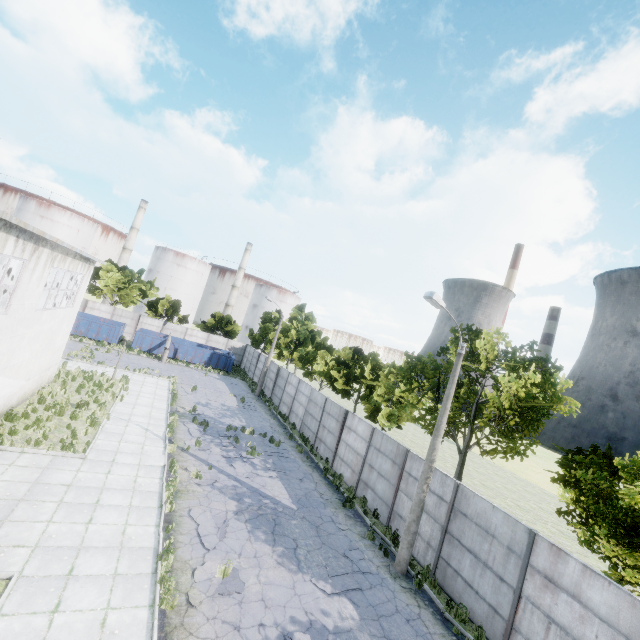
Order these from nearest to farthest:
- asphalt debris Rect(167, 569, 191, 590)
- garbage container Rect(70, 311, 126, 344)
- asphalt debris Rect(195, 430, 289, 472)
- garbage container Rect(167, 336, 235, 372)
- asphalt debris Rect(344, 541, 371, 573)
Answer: asphalt debris Rect(167, 569, 191, 590) < asphalt debris Rect(344, 541, 371, 573) < asphalt debris Rect(195, 430, 289, 472) < garbage container Rect(70, 311, 126, 344) < garbage container Rect(167, 336, 235, 372)

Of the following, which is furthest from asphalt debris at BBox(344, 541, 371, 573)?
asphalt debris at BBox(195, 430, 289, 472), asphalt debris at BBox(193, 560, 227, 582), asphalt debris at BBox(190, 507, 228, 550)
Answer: asphalt debris at BBox(195, 430, 289, 472)

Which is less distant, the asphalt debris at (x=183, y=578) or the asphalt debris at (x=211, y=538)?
the asphalt debris at (x=183, y=578)

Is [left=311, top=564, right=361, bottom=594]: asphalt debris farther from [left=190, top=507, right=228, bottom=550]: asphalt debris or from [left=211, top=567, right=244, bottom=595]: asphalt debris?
[left=190, top=507, right=228, bottom=550]: asphalt debris

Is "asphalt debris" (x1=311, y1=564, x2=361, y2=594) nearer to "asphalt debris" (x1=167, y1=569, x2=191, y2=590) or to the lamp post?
the lamp post

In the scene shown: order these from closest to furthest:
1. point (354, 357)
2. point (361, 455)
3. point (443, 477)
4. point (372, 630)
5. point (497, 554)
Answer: point (372, 630) → point (497, 554) → point (443, 477) → point (361, 455) → point (354, 357)

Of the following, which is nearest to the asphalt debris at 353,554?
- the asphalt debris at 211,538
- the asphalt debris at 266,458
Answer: the asphalt debris at 211,538

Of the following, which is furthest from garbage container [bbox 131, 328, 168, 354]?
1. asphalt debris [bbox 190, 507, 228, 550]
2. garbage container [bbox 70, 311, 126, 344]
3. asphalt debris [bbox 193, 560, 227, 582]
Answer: asphalt debris [bbox 193, 560, 227, 582]
